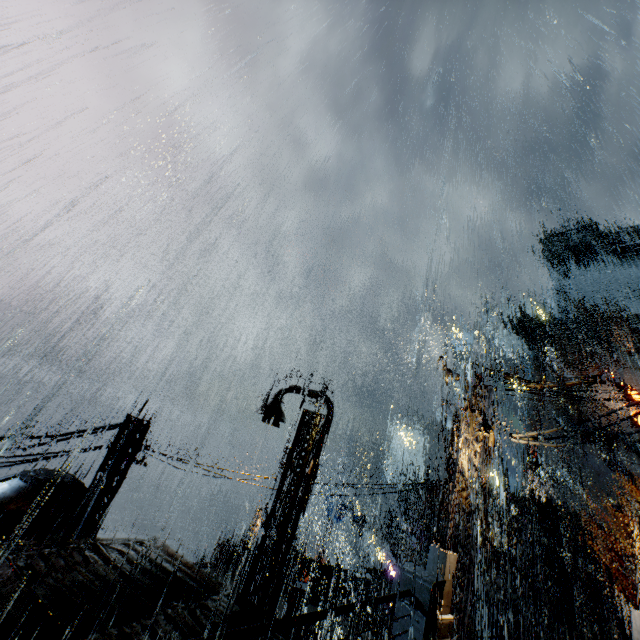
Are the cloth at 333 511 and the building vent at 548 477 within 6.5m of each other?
no

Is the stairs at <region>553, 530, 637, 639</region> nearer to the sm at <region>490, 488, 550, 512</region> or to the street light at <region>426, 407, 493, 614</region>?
the sm at <region>490, 488, 550, 512</region>

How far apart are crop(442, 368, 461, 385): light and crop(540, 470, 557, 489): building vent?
44.3m

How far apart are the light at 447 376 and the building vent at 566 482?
43.8m

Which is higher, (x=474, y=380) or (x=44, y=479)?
(x=474, y=380)

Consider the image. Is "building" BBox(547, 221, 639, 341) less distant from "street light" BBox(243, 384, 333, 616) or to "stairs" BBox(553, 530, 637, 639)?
"stairs" BBox(553, 530, 637, 639)

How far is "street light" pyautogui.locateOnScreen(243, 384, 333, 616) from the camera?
9.8 meters

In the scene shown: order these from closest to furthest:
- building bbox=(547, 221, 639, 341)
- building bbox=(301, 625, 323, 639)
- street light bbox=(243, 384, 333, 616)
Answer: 1. street light bbox=(243, 384, 333, 616)
2. building bbox=(301, 625, 323, 639)
3. building bbox=(547, 221, 639, 341)
